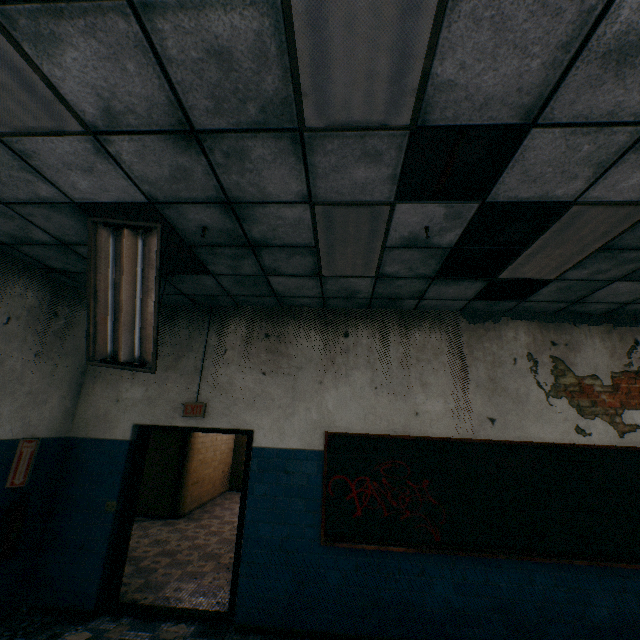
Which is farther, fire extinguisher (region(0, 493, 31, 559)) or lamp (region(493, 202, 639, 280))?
fire extinguisher (region(0, 493, 31, 559))

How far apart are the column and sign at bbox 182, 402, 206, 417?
7.7m

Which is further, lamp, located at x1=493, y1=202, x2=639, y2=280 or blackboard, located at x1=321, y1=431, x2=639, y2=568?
blackboard, located at x1=321, y1=431, x2=639, y2=568

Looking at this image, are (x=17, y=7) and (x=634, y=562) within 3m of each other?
no

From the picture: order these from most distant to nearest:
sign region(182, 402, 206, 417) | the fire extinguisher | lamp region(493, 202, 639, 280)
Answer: sign region(182, 402, 206, 417), the fire extinguisher, lamp region(493, 202, 639, 280)

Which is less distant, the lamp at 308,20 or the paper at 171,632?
the lamp at 308,20

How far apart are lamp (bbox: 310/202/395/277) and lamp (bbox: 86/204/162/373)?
1.3m

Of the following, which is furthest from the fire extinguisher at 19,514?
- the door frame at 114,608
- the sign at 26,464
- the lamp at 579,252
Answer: the lamp at 579,252
